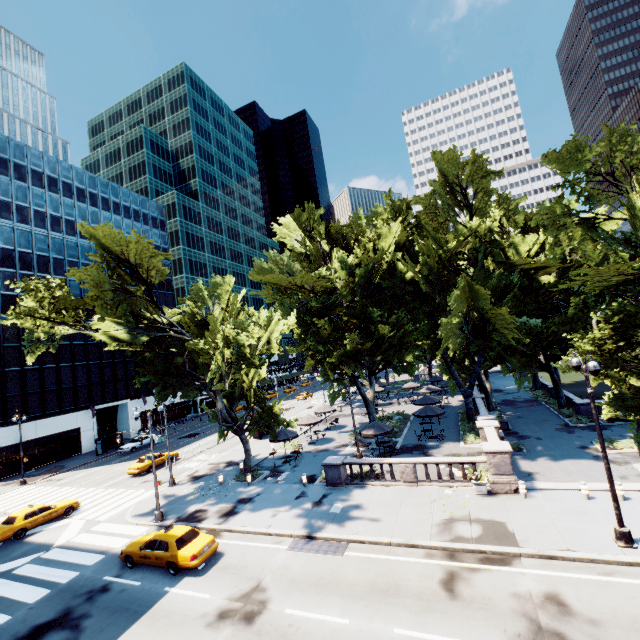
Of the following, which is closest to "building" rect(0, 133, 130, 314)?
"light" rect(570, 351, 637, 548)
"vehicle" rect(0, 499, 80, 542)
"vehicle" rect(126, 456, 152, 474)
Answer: "vehicle" rect(126, 456, 152, 474)

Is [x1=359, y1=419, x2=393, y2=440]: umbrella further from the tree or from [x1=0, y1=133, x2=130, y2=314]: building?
[x1=0, y1=133, x2=130, y2=314]: building

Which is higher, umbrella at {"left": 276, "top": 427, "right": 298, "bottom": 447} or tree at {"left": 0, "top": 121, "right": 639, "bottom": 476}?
tree at {"left": 0, "top": 121, "right": 639, "bottom": 476}

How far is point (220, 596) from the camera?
13.3 meters

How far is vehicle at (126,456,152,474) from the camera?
31.4 meters

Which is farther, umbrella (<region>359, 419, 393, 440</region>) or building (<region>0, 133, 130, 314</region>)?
building (<region>0, 133, 130, 314</region>)

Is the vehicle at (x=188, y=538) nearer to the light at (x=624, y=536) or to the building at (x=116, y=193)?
the light at (x=624, y=536)

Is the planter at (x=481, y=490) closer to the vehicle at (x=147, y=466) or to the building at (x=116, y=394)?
the vehicle at (x=147, y=466)
